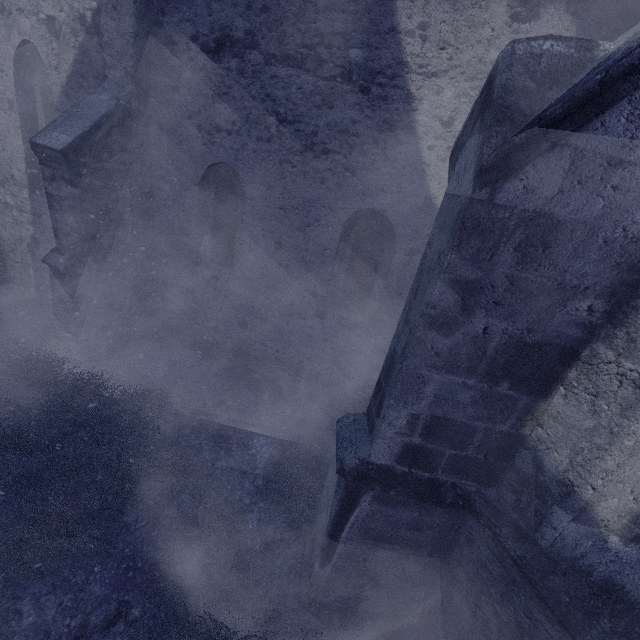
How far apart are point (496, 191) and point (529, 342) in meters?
1.0 m
